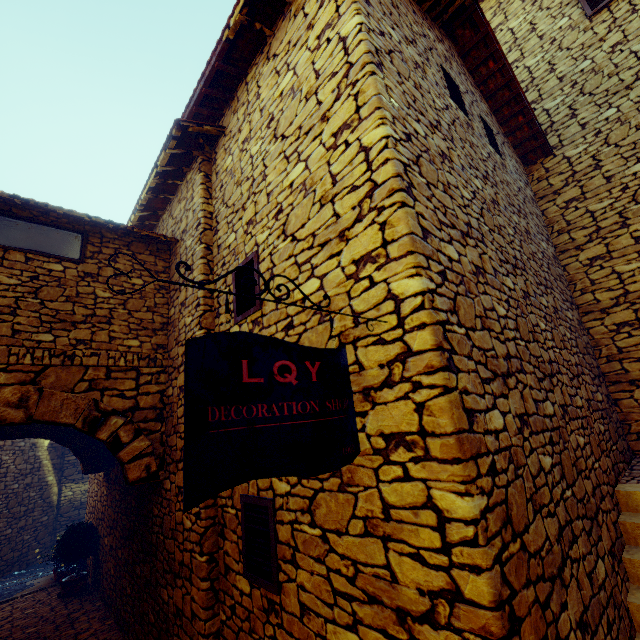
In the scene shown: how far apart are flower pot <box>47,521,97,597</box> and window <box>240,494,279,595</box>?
6.37m

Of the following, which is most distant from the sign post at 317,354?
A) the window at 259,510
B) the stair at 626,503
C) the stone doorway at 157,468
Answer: the stone doorway at 157,468

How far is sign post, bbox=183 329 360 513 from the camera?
1.1m

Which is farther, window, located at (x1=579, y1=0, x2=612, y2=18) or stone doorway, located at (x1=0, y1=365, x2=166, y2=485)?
window, located at (x1=579, y1=0, x2=612, y2=18)

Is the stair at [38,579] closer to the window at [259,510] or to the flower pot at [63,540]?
the flower pot at [63,540]

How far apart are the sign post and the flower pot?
8.55m

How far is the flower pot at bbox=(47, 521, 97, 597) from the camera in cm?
676

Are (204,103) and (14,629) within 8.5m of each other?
no
